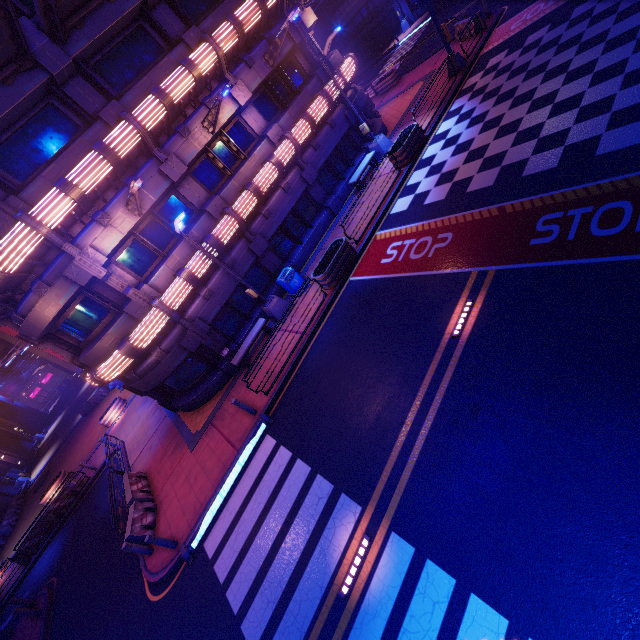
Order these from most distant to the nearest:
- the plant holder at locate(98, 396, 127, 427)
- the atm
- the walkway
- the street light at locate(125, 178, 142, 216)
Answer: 1. the walkway
2. the plant holder at locate(98, 396, 127, 427)
3. the atm
4. the street light at locate(125, 178, 142, 216)

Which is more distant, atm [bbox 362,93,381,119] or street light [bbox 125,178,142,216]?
atm [bbox 362,93,381,119]

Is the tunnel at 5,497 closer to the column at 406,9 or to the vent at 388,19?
the vent at 388,19

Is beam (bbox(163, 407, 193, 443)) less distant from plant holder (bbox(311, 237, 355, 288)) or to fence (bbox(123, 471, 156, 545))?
fence (bbox(123, 471, 156, 545))

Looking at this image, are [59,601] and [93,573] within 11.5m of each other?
yes

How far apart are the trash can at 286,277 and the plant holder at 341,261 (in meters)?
1.16

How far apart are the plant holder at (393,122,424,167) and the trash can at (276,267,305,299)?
7.1m

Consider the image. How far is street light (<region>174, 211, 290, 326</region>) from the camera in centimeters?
1188cm
